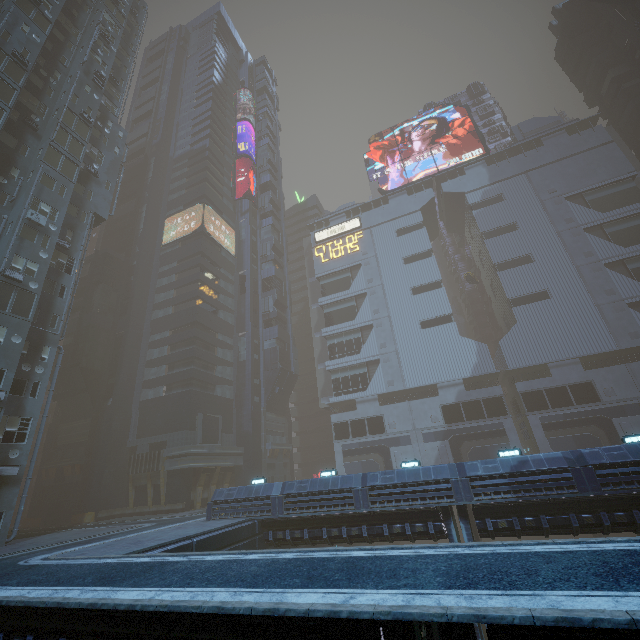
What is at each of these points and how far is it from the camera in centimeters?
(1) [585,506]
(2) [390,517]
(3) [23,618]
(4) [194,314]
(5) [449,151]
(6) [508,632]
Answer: (1) building, 1628cm
(2) building, 1939cm
(3) building, 895cm
(4) building, 4469cm
(5) sign, 5856cm
(6) building, 520cm

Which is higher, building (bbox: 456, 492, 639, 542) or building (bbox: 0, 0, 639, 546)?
building (bbox: 0, 0, 639, 546)

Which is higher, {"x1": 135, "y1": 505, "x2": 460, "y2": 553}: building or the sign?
the sign

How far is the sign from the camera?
56.4m

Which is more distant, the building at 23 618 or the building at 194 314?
the building at 194 314

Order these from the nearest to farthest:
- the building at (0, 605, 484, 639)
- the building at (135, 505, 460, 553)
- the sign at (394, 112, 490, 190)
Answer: the building at (0, 605, 484, 639) → the building at (135, 505, 460, 553) → the sign at (394, 112, 490, 190)

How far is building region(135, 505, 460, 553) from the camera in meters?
18.1 m

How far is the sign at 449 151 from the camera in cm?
5644
